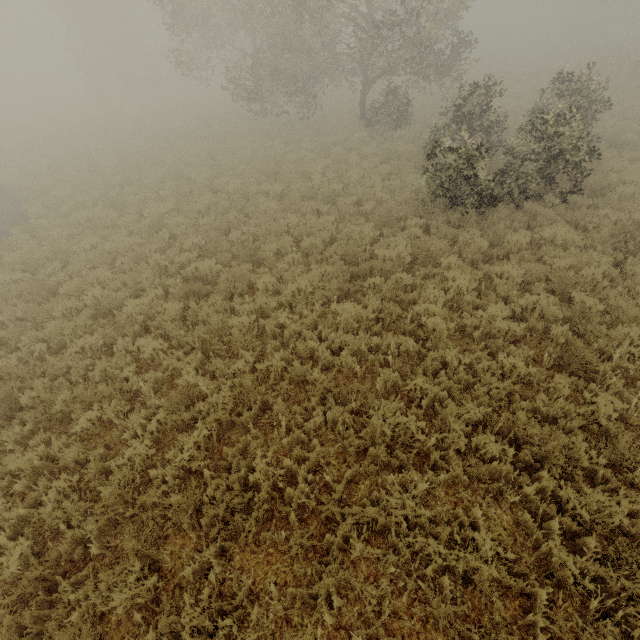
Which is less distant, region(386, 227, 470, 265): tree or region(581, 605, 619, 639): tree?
region(581, 605, 619, 639): tree

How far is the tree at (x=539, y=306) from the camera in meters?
6.3

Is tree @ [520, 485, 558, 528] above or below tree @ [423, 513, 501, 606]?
below

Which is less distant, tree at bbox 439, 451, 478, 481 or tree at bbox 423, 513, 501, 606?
tree at bbox 423, 513, 501, 606

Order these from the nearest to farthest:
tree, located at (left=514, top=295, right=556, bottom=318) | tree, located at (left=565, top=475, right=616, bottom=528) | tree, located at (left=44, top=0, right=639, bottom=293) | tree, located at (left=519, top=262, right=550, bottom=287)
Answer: tree, located at (left=565, top=475, right=616, bottom=528) < tree, located at (left=514, top=295, right=556, bottom=318) < tree, located at (left=519, top=262, right=550, bottom=287) < tree, located at (left=44, top=0, right=639, bottom=293)

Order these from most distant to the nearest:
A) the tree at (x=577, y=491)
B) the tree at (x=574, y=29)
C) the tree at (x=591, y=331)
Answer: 1. the tree at (x=574, y=29)
2. the tree at (x=591, y=331)
3. the tree at (x=577, y=491)

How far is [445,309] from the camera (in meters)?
6.35
